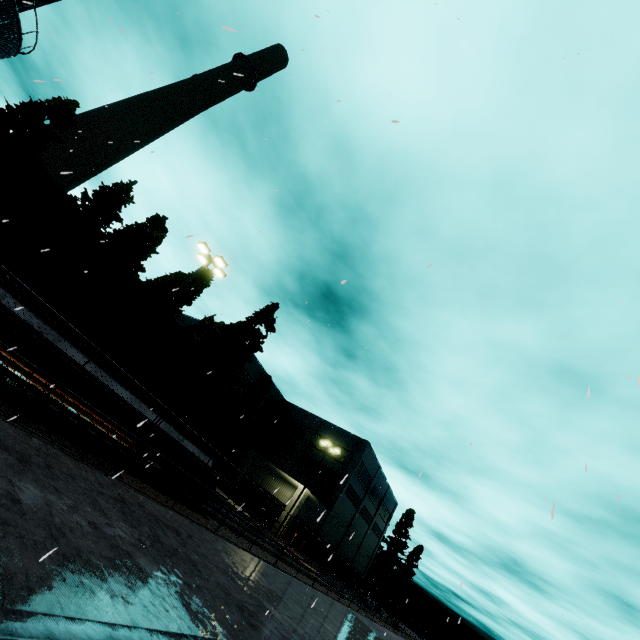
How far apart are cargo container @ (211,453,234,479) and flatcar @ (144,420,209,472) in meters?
0.0

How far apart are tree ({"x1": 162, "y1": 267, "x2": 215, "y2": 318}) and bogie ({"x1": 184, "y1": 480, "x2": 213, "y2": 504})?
23.5 meters

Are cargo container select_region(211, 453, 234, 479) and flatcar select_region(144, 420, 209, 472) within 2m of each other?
yes

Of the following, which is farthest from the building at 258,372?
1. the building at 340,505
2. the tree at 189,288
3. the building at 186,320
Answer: the building at 340,505

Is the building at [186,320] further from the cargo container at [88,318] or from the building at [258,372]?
the cargo container at [88,318]

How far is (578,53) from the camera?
4.7 meters

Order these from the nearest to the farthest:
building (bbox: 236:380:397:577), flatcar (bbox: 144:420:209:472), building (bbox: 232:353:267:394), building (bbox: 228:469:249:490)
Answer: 1. flatcar (bbox: 144:420:209:472)
2. building (bbox: 236:380:397:577)
3. building (bbox: 228:469:249:490)
4. building (bbox: 232:353:267:394)

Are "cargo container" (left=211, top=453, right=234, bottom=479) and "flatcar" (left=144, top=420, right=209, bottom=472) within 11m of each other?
yes
